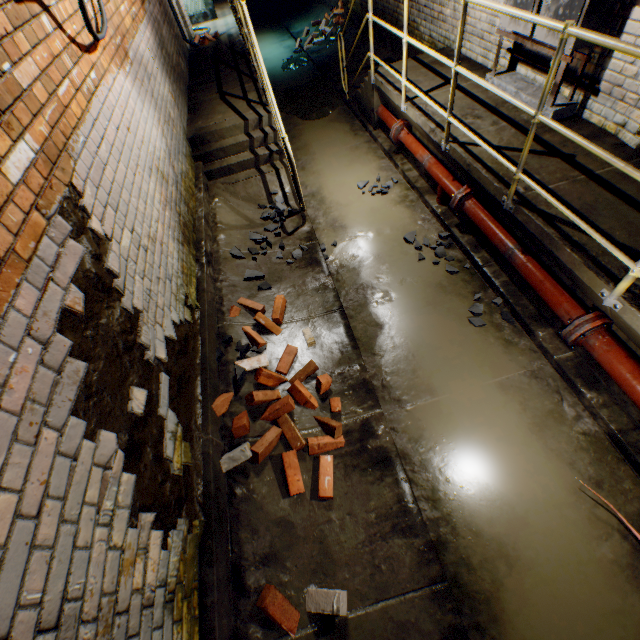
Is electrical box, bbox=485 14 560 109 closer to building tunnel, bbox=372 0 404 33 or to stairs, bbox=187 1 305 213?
building tunnel, bbox=372 0 404 33

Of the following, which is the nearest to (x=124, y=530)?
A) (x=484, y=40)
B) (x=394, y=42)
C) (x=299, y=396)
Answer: (x=299, y=396)

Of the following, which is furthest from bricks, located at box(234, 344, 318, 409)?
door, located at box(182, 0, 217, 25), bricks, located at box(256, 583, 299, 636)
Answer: door, located at box(182, 0, 217, 25)

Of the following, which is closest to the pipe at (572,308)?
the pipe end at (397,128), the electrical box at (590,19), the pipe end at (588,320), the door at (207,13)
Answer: the pipe end at (588,320)

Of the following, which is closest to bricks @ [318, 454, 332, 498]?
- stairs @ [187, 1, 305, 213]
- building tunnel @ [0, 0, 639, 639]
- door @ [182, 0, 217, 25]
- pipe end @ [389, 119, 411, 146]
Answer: building tunnel @ [0, 0, 639, 639]

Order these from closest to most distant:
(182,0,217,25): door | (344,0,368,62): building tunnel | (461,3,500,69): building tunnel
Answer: (461,3,500,69): building tunnel < (344,0,368,62): building tunnel < (182,0,217,25): door

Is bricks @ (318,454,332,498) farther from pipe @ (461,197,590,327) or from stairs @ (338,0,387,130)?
stairs @ (338,0,387,130)

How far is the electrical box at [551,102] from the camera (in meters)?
3.12
